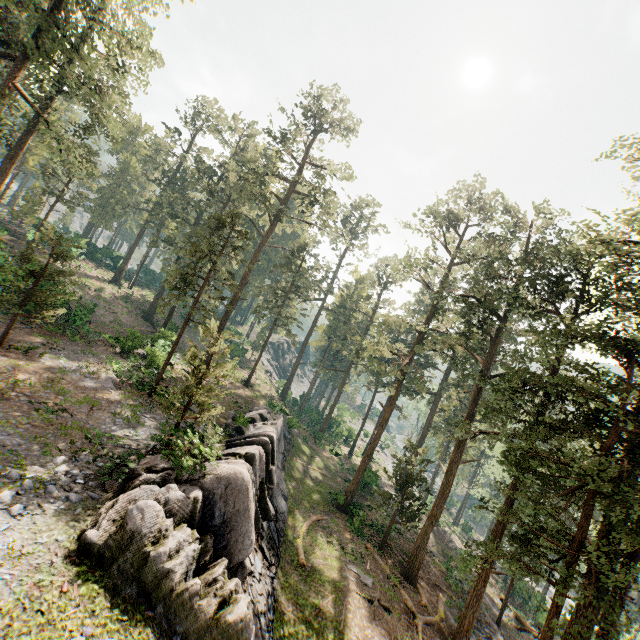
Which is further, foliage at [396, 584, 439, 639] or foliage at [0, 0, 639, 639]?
foliage at [396, 584, 439, 639]

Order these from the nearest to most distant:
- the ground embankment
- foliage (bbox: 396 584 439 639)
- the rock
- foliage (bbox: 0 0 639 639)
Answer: the rock
foliage (bbox: 0 0 639 639)
foliage (bbox: 396 584 439 639)
the ground embankment

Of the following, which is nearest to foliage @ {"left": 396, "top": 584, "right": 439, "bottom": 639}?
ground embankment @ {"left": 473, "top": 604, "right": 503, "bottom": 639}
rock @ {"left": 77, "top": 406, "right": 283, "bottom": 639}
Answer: ground embankment @ {"left": 473, "top": 604, "right": 503, "bottom": 639}

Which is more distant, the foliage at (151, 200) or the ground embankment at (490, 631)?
the ground embankment at (490, 631)

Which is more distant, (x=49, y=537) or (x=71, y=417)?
(x=71, y=417)

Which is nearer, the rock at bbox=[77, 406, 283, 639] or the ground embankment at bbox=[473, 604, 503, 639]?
the rock at bbox=[77, 406, 283, 639]

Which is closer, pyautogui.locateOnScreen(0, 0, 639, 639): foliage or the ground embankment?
pyautogui.locateOnScreen(0, 0, 639, 639): foliage

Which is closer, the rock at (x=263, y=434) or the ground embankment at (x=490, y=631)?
the rock at (x=263, y=434)
